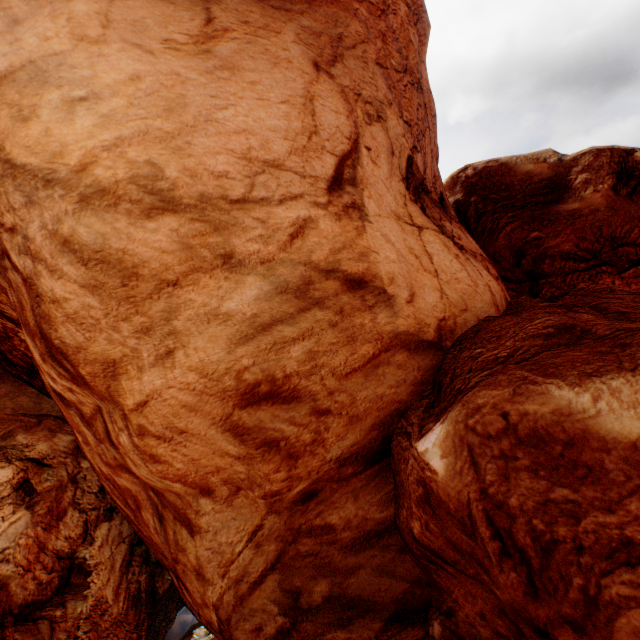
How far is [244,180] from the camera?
A: 6.28m
